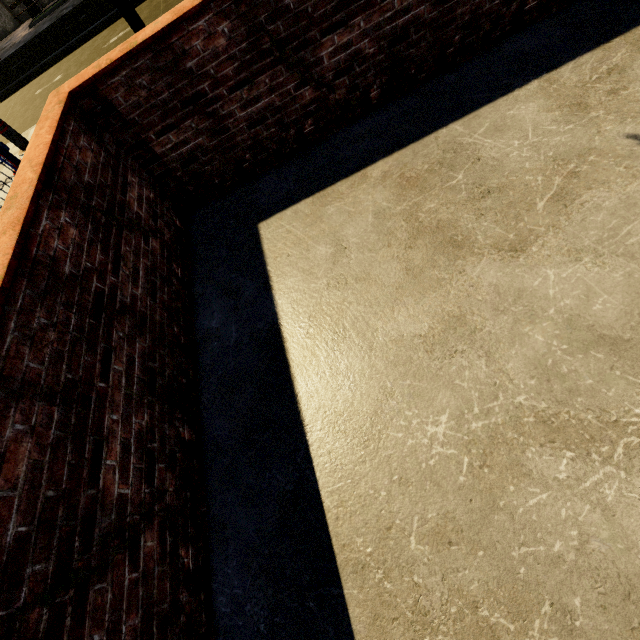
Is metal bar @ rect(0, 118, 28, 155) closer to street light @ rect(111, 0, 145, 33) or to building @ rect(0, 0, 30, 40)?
street light @ rect(111, 0, 145, 33)

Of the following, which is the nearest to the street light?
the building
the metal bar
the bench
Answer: the metal bar

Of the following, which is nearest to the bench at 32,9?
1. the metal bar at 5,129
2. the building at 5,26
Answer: the building at 5,26

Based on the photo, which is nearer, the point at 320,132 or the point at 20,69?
the point at 320,132

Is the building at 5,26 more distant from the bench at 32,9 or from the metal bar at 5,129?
the metal bar at 5,129

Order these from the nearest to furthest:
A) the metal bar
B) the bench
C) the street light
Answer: the street light → the metal bar → the bench

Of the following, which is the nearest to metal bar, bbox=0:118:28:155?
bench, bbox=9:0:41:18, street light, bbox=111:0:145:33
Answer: street light, bbox=111:0:145:33
